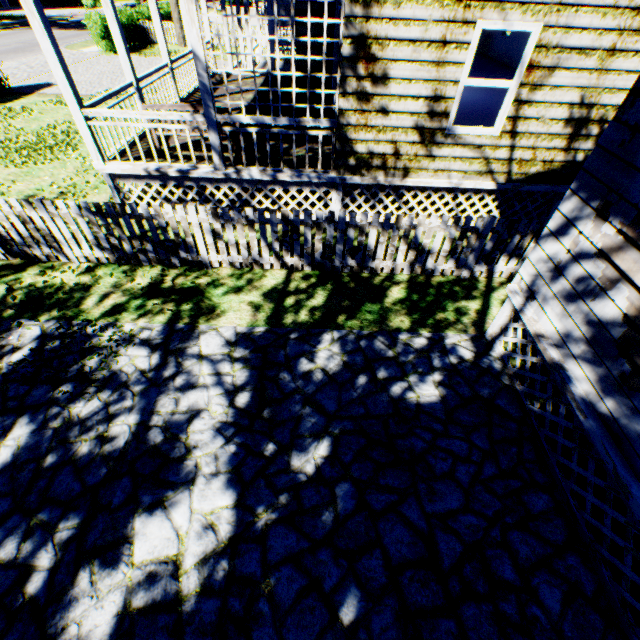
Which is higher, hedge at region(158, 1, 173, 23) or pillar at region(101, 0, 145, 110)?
pillar at region(101, 0, 145, 110)

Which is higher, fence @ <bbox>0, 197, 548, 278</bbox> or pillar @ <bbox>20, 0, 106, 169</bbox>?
pillar @ <bbox>20, 0, 106, 169</bbox>

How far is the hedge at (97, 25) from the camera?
19.7 meters

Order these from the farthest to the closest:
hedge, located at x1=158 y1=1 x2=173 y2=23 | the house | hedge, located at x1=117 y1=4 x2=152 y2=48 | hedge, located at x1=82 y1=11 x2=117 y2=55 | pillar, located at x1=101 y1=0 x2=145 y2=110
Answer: hedge, located at x1=158 y1=1 x2=173 y2=23 → hedge, located at x1=117 y1=4 x2=152 y2=48 → hedge, located at x1=82 y1=11 x2=117 y2=55 → pillar, located at x1=101 y1=0 x2=145 y2=110 → the house

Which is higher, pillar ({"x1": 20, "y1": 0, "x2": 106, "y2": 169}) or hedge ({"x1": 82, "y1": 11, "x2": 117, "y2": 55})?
pillar ({"x1": 20, "y1": 0, "x2": 106, "y2": 169})

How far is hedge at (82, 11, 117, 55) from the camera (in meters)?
19.73

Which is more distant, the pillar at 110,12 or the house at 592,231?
the pillar at 110,12

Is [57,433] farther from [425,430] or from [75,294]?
[425,430]
